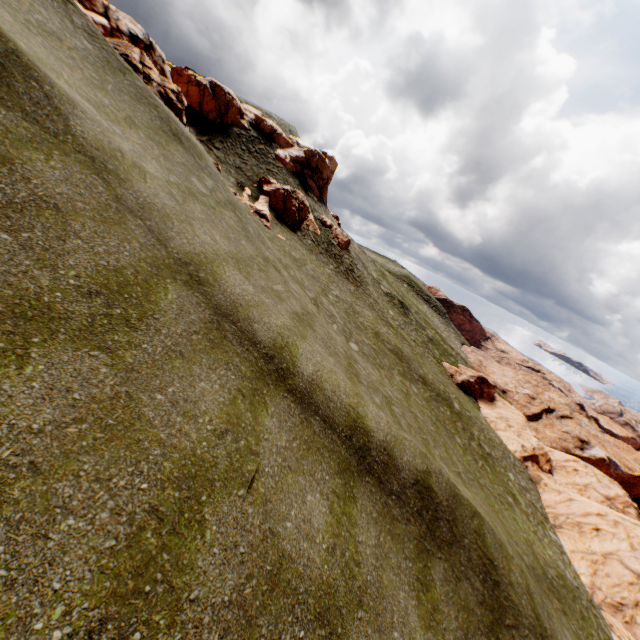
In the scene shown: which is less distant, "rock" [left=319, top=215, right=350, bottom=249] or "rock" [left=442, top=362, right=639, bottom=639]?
"rock" [left=442, top=362, right=639, bottom=639]

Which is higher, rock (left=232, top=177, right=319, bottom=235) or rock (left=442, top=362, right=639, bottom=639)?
rock (left=232, top=177, right=319, bottom=235)

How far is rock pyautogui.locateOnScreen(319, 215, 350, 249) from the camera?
38.3 meters

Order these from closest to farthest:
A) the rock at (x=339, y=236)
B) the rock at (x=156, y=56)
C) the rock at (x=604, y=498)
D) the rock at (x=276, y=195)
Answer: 1. the rock at (x=156, y=56)
2. the rock at (x=604, y=498)
3. the rock at (x=276, y=195)
4. the rock at (x=339, y=236)

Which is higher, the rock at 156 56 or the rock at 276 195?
the rock at 156 56

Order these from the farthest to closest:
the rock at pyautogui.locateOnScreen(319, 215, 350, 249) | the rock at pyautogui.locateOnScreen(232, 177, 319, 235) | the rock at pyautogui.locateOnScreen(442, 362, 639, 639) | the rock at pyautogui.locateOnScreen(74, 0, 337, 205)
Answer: the rock at pyautogui.locateOnScreen(319, 215, 350, 249), the rock at pyautogui.locateOnScreen(232, 177, 319, 235), the rock at pyautogui.locateOnScreen(442, 362, 639, 639), the rock at pyautogui.locateOnScreen(74, 0, 337, 205)

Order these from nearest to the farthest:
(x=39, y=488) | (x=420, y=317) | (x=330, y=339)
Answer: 1. (x=39, y=488)
2. (x=330, y=339)
3. (x=420, y=317)
